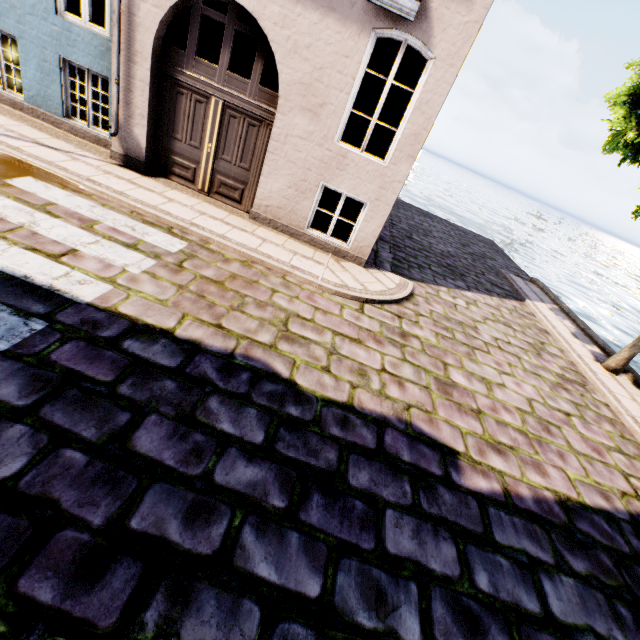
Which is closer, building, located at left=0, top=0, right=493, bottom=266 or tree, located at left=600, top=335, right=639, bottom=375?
building, located at left=0, top=0, right=493, bottom=266

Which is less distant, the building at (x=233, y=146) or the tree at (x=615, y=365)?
the building at (x=233, y=146)

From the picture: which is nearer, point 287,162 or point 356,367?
point 356,367
